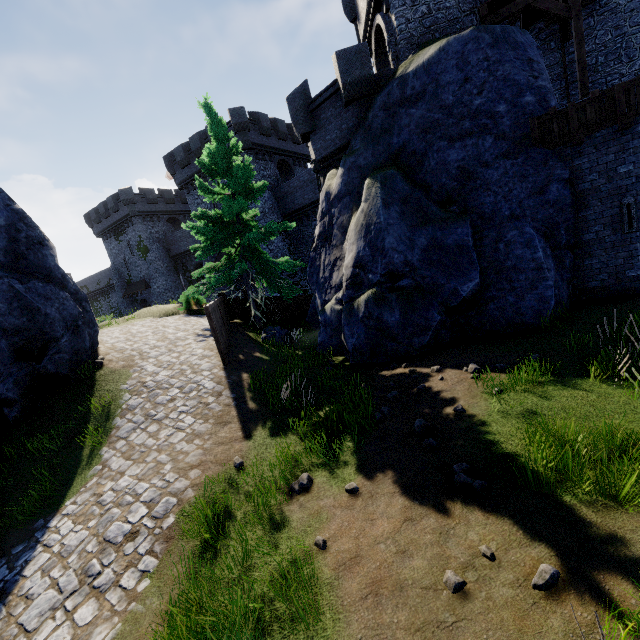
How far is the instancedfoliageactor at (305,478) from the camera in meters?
5.4

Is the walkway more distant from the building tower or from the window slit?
the window slit

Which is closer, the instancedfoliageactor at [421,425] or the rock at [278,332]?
the instancedfoliageactor at [421,425]

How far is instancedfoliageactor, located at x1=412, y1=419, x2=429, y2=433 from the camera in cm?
606

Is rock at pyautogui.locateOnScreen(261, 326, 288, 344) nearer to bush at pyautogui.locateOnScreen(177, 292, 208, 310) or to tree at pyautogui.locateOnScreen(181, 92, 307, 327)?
tree at pyautogui.locateOnScreen(181, 92, 307, 327)

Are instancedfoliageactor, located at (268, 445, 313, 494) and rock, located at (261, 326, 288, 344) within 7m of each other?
no

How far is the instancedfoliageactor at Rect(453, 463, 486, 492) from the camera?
4.4m

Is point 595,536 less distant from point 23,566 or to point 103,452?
point 23,566
